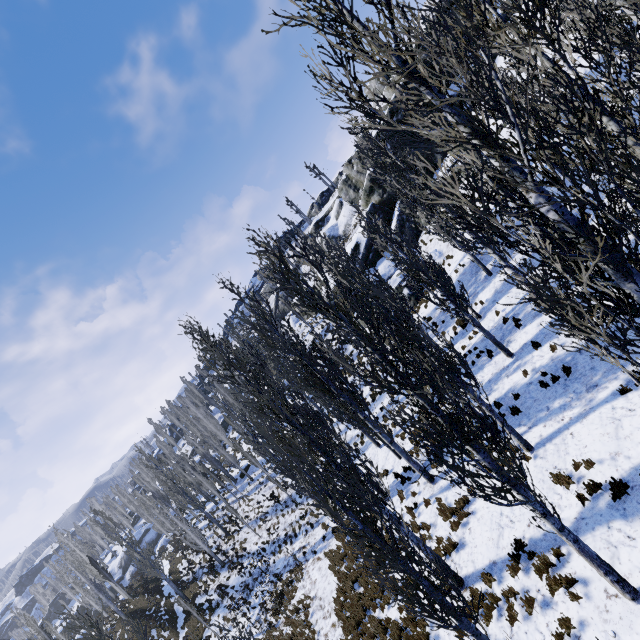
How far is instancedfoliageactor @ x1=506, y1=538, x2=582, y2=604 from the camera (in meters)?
6.83

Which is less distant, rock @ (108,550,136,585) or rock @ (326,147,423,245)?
rock @ (326,147,423,245)

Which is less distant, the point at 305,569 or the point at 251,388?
the point at 251,388

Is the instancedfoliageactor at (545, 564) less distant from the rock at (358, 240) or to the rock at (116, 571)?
the rock at (116, 571)

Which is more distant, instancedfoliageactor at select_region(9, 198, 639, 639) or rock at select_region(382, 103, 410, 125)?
rock at select_region(382, 103, 410, 125)

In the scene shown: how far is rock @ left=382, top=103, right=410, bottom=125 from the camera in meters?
32.7

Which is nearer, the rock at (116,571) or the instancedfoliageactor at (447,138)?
the instancedfoliageactor at (447,138)
